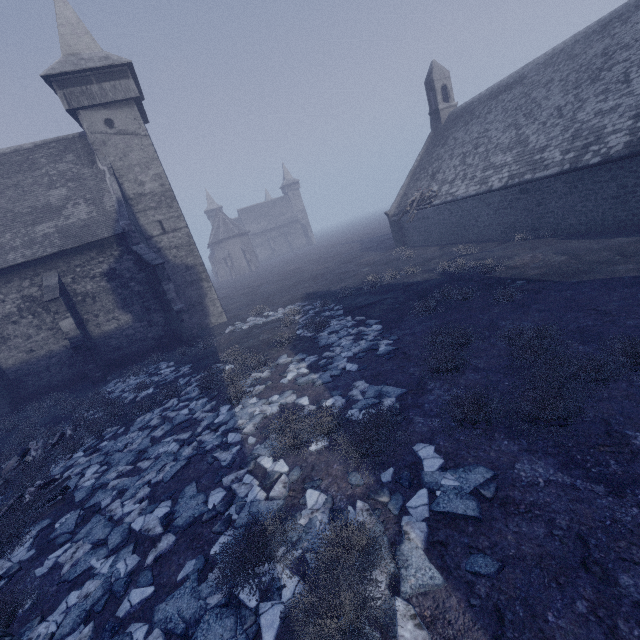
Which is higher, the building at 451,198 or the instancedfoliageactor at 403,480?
the building at 451,198

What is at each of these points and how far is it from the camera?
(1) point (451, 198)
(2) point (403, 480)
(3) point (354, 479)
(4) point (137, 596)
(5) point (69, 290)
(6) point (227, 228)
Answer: (1) building, 20.8 meters
(2) instancedfoliageactor, 4.9 meters
(3) instancedfoliageactor, 5.2 meters
(4) instancedfoliageactor, 4.5 meters
(5) building, 16.8 meters
(6) building, 59.0 meters

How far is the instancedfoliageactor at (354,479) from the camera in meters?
5.1 m

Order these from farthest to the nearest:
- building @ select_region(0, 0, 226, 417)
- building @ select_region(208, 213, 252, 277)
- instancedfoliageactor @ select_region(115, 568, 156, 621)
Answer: building @ select_region(208, 213, 252, 277) < building @ select_region(0, 0, 226, 417) < instancedfoliageactor @ select_region(115, 568, 156, 621)

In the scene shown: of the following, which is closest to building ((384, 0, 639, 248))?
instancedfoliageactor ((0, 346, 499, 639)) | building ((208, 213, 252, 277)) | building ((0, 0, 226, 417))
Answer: Answer: instancedfoliageactor ((0, 346, 499, 639))

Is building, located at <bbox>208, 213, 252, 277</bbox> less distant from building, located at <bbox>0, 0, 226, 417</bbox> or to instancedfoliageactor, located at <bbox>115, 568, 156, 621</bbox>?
building, located at <bbox>0, 0, 226, 417</bbox>

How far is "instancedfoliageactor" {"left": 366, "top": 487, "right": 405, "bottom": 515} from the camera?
4.51m
